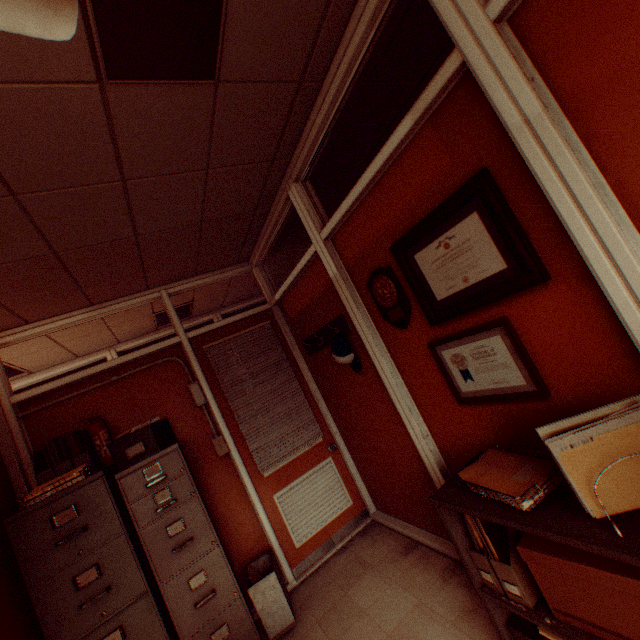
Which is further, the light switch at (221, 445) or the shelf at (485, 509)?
the light switch at (221, 445)

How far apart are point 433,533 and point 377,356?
1.8m

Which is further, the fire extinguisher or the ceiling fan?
the fire extinguisher

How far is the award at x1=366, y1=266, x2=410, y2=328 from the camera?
2.21m

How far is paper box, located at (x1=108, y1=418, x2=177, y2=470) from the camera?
2.7 meters

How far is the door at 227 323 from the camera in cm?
350

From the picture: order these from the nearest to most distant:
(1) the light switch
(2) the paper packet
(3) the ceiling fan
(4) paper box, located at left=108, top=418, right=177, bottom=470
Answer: (3) the ceiling fan → (2) the paper packet → (4) paper box, located at left=108, top=418, right=177, bottom=470 → (1) the light switch

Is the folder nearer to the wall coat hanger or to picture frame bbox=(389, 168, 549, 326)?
picture frame bbox=(389, 168, 549, 326)
